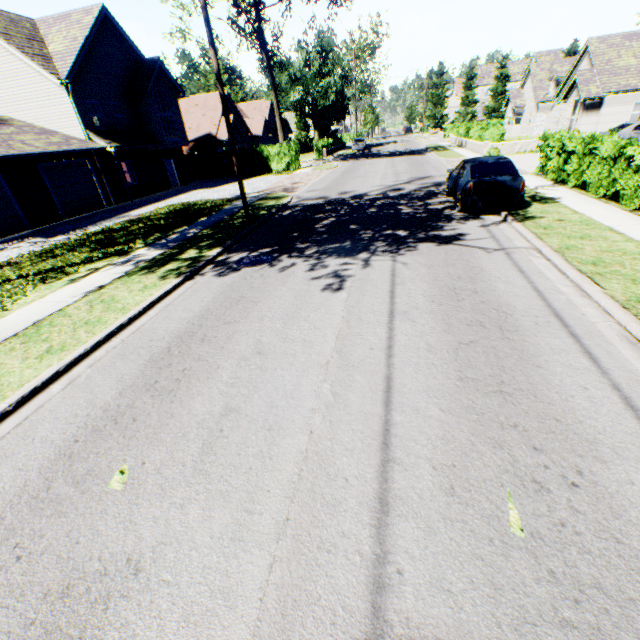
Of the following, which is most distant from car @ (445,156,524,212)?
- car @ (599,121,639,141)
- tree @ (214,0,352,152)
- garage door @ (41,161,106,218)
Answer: garage door @ (41,161,106,218)

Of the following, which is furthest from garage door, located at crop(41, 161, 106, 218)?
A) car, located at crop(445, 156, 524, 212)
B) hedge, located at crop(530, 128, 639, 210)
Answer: hedge, located at crop(530, 128, 639, 210)

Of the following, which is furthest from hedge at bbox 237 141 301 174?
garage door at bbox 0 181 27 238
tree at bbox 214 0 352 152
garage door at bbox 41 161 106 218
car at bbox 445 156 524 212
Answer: car at bbox 445 156 524 212

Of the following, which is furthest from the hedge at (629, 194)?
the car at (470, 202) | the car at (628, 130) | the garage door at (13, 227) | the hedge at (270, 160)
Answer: the garage door at (13, 227)

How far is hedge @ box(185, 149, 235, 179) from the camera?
30.89m

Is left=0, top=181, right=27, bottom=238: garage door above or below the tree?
below

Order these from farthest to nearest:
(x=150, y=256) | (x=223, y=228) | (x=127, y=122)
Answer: (x=127, y=122)
(x=223, y=228)
(x=150, y=256)

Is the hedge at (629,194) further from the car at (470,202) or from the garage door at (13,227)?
the garage door at (13,227)
